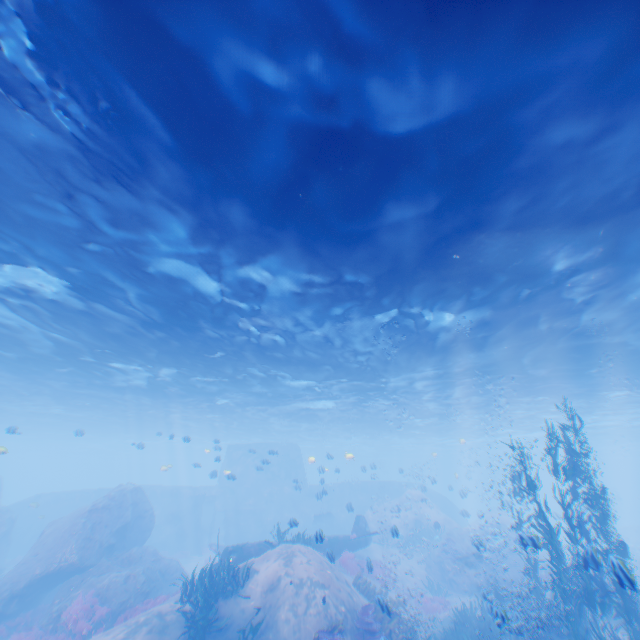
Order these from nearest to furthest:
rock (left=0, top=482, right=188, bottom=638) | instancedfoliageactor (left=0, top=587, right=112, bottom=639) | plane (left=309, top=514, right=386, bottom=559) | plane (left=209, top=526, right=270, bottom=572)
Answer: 1. instancedfoliageactor (left=0, top=587, right=112, bottom=639)
2. rock (left=0, top=482, right=188, bottom=638)
3. plane (left=209, top=526, right=270, bottom=572)
4. plane (left=309, top=514, right=386, bottom=559)

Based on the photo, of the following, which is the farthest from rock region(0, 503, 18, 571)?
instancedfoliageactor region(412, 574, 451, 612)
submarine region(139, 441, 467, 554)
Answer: instancedfoliageactor region(412, 574, 451, 612)

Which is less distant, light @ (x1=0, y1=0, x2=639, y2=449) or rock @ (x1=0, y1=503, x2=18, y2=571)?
light @ (x1=0, y1=0, x2=639, y2=449)

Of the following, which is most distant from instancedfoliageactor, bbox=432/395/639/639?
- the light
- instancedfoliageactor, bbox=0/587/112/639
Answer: instancedfoliageactor, bbox=0/587/112/639

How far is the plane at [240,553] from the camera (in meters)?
15.35

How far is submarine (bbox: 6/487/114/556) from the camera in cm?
3002

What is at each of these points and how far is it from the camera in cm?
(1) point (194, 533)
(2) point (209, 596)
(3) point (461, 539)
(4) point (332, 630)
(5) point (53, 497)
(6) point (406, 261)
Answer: (1) submarine, 3195
(2) instancedfoliageactor, 1188
(3) rock, 2506
(4) instancedfoliageactor, 1062
(5) submarine, 3316
(6) light, 1057

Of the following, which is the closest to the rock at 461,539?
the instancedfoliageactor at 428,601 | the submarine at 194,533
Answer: the submarine at 194,533
